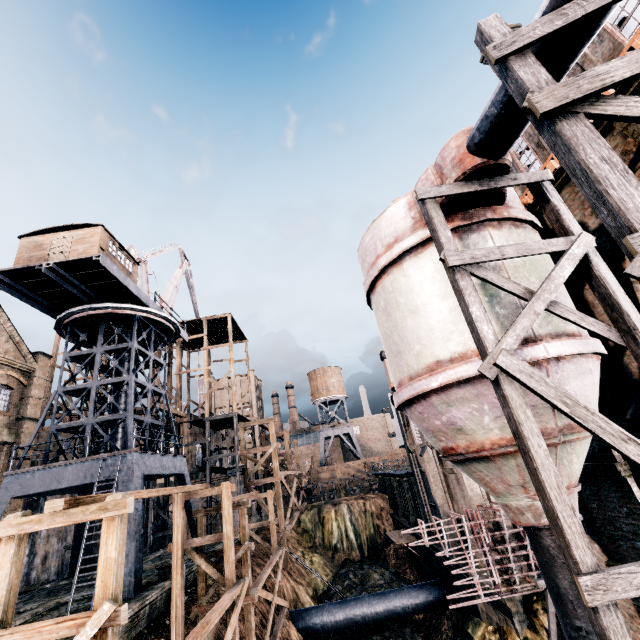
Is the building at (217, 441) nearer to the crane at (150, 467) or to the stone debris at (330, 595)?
the crane at (150, 467)

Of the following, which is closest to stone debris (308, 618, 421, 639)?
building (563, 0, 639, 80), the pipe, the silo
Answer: the silo

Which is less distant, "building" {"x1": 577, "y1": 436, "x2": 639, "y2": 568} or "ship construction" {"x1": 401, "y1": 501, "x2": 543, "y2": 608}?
"building" {"x1": 577, "y1": 436, "x2": 639, "y2": 568}

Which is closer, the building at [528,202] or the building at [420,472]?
the building at [528,202]

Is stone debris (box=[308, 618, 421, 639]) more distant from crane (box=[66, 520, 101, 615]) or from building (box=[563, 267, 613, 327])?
crane (box=[66, 520, 101, 615])

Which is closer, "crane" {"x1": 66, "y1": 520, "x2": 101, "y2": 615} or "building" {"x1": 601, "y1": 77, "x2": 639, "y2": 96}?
"building" {"x1": 601, "y1": 77, "x2": 639, "y2": 96}

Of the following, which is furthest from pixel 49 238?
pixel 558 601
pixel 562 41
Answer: pixel 558 601

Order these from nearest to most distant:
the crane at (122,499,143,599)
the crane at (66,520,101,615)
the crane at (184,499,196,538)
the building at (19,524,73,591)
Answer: the crane at (66,520,101,615), the crane at (122,499,143,599), the crane at (184,499,196,538), the building at (19,524,73,591)
